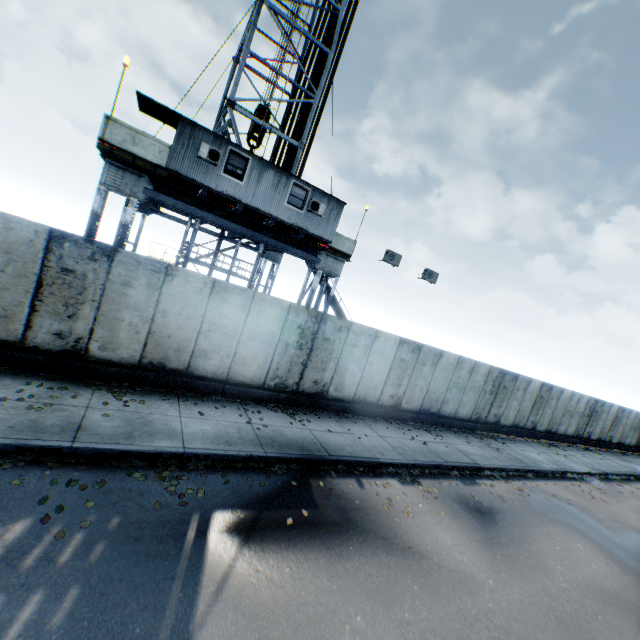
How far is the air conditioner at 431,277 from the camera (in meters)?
16.60

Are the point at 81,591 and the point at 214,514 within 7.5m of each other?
yes

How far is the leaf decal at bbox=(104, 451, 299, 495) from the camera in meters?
6.0 m

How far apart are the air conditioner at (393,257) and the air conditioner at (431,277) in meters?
1.8

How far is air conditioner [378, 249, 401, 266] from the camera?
15.3 meters

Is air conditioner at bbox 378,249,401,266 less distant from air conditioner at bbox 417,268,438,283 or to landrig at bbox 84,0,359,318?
air conditioner at bbox 417,268,438,283

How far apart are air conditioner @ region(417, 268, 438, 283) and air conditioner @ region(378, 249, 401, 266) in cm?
183

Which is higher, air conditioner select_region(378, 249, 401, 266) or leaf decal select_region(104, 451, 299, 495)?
air conditioner select_region(378, 249, 401, 266)
